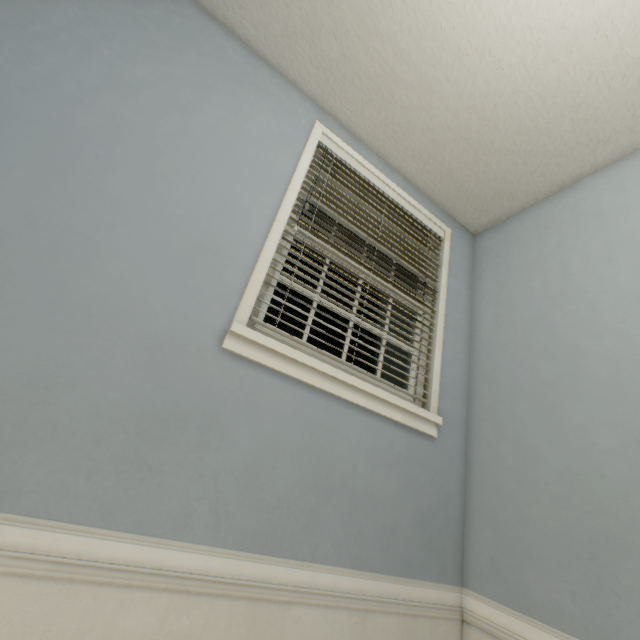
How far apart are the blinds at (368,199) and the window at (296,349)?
0.00m

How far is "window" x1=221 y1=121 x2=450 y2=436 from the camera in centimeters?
141cm

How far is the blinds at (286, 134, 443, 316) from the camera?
1.9m

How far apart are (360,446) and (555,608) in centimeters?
101cm

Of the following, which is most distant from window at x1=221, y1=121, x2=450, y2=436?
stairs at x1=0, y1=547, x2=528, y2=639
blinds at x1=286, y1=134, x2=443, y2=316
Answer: stairs at x1=0, y1=547, x2=528, y2=639

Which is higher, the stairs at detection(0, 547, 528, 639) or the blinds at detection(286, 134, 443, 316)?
the blinds at detection(286, 134, 443, 316)

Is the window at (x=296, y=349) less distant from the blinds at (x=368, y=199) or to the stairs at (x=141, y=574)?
the blinds at (x=368, y=199)
